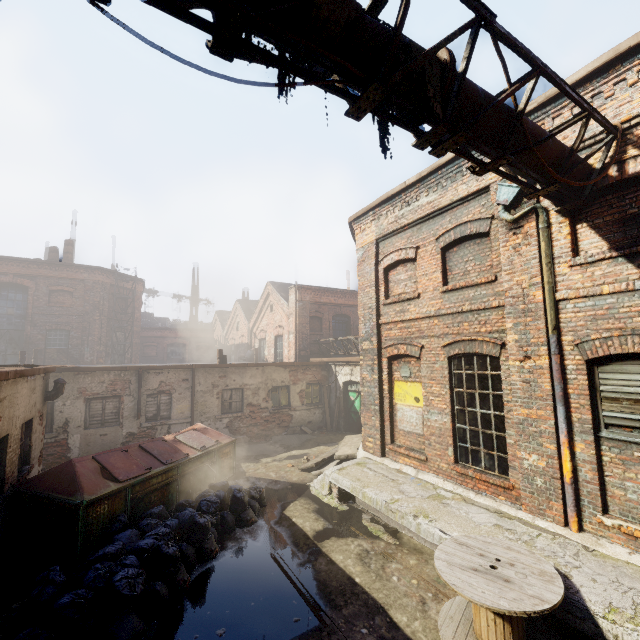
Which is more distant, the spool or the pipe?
the spool

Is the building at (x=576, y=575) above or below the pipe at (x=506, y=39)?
below

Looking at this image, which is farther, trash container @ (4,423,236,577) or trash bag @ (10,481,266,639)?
trash container @ (4,423,236,577)

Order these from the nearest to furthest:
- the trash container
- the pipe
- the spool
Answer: the pipe, the spool, the trash container

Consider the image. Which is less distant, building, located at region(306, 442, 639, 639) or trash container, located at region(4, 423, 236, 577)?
building, located at region(306, 442, 639, 639)

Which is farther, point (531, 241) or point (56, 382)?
point (56, 382)

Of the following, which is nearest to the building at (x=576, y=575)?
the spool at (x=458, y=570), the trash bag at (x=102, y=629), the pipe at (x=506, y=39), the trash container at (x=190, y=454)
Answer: the spool at (x=458, y=570)

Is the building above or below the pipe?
below
